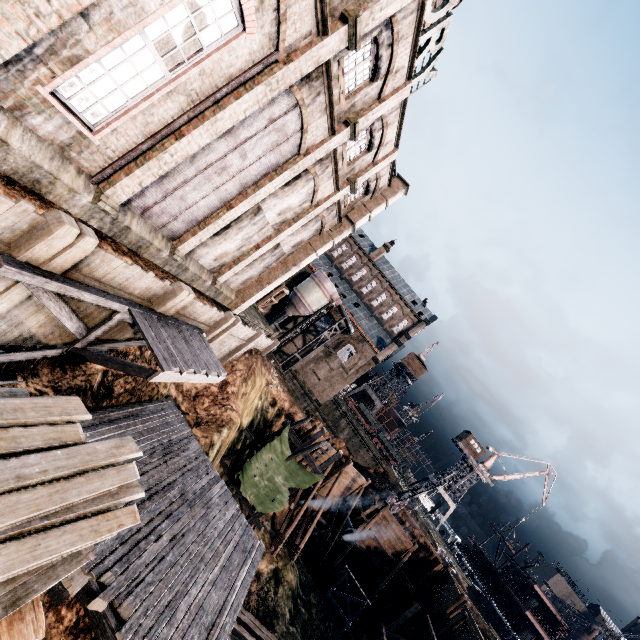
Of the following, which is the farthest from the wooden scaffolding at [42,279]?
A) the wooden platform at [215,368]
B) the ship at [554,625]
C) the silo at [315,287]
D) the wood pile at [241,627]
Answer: the ship at [554,625]

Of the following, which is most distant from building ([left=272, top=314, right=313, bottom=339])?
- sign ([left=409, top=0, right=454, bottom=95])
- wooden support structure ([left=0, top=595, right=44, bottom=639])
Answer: wooden support structure ([left=0, top=595, right=44, bottom=639])

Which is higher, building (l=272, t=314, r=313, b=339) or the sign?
the sign

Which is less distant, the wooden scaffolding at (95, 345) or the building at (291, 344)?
the wooden scaffolding at (95, 345)

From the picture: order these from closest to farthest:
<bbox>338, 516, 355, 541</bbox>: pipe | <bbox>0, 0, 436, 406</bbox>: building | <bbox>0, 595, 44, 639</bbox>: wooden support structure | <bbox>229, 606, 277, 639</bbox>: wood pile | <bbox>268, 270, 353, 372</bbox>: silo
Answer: <bbox>0, 595, 44, 639</bbox>: wooden support structure < <bbox>0, 0, 436, 406</bbox>: building < <bbox>229, 606, 277, 639</bbox>: wood pile < <bbox>338, 516, 355, 541</bbox>: pipe < <bbox>268, 270, 353, 372</bbox>: silo

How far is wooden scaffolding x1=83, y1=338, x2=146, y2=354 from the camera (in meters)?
10.78

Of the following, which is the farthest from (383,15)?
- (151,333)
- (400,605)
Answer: (400,605)

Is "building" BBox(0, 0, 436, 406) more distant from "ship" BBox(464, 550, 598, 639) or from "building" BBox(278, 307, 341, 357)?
"ship" BBox(464, 550, 598, 639)
